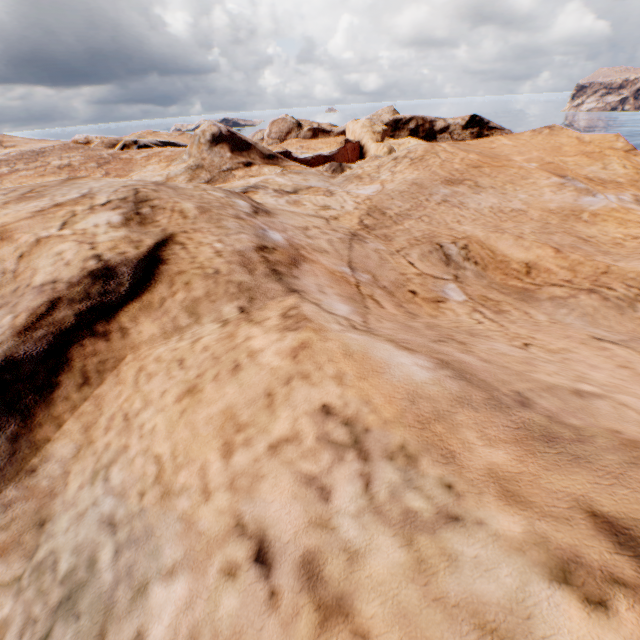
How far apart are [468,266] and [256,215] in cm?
469
